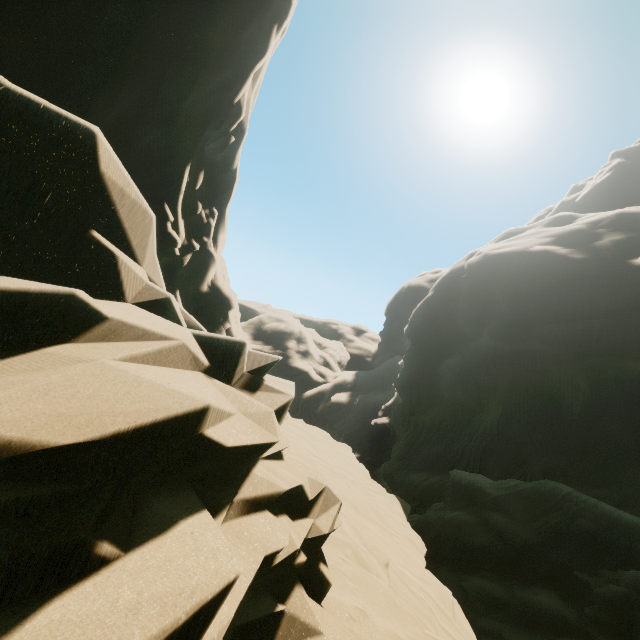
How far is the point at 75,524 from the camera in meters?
1.2 m
